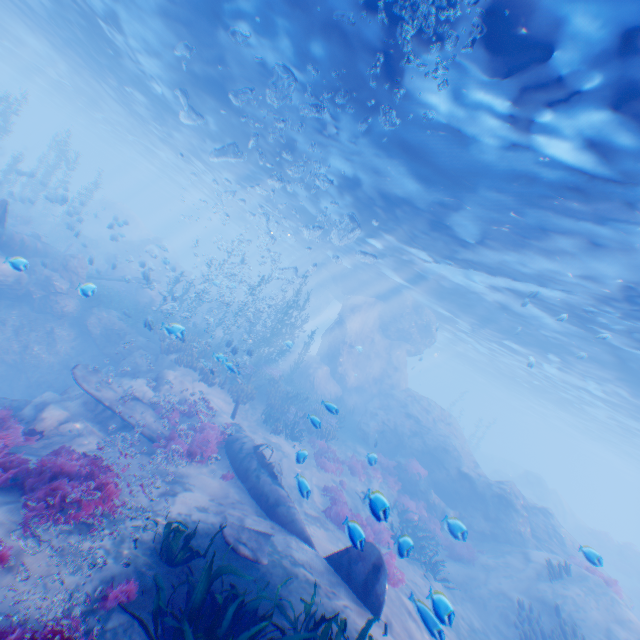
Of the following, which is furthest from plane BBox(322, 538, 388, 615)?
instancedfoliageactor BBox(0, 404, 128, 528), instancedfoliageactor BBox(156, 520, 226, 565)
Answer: instancedfoliageactor BBox(0, 404, 128, 528)

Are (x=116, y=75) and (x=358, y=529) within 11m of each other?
no

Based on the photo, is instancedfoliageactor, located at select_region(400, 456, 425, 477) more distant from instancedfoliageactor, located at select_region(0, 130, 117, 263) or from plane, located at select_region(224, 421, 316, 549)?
plane, located at select_region(224, 421, 316, 549)

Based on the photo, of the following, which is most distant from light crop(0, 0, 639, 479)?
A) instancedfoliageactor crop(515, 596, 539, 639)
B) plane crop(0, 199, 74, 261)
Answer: instancedfoliageactor crop(515, 596, 539, 639)

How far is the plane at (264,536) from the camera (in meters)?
5.96

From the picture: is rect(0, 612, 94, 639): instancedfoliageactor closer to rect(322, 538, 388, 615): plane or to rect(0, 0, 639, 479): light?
rect(322, 538, 388, 615): plane

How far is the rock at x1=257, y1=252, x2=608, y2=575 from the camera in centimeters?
1725cm

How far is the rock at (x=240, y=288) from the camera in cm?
4344
